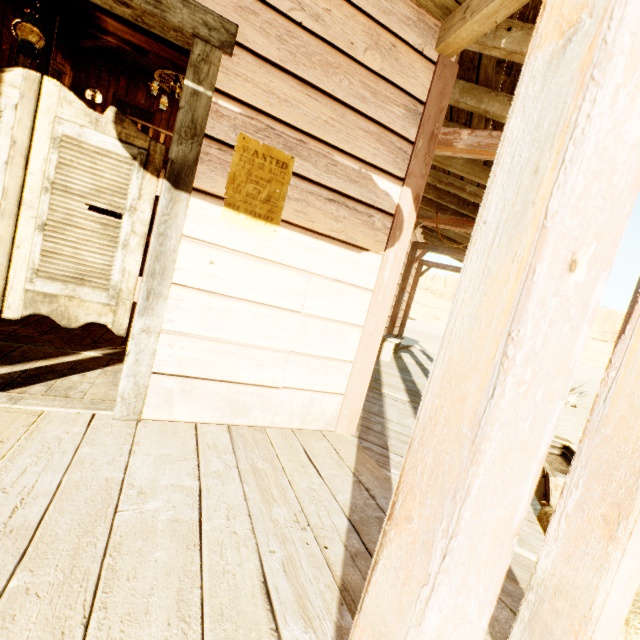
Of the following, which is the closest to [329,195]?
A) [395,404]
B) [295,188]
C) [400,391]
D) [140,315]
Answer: [295,188]

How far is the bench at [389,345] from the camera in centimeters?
630cm

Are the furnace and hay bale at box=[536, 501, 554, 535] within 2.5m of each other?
no

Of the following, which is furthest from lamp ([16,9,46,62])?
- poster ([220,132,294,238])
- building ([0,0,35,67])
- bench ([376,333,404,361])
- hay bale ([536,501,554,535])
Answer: bench ([376,333,404,361])

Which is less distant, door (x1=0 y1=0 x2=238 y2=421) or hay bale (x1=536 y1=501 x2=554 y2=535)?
door (x1=0 y1=0 x2=238 y2=421)

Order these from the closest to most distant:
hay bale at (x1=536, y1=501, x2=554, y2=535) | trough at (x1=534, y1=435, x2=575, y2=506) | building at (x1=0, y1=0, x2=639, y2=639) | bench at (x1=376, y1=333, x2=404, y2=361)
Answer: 1. building at (x1=0, y1=0, x2=639, y2=639)
2. hay bale at (x1=536, y1=501, x2=554, y2=535)
3. trough at (x1=534, y1=435, x2=575, y2=506)
4. bench at (x1=376, y1=333, x2=404, y2=361)

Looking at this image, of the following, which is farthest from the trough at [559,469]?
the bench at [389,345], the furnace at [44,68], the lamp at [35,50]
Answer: the furnace at [44,68]

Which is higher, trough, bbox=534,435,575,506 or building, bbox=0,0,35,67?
building, bbox=0,0,35,67
